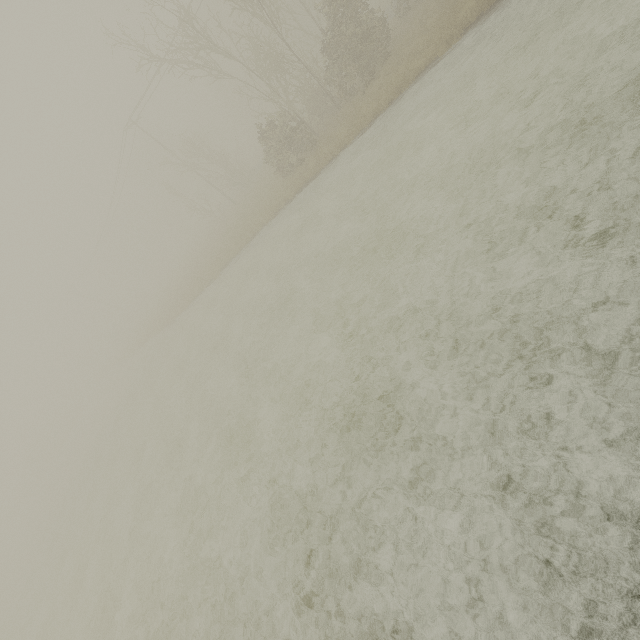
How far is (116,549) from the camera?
13.1 meters
